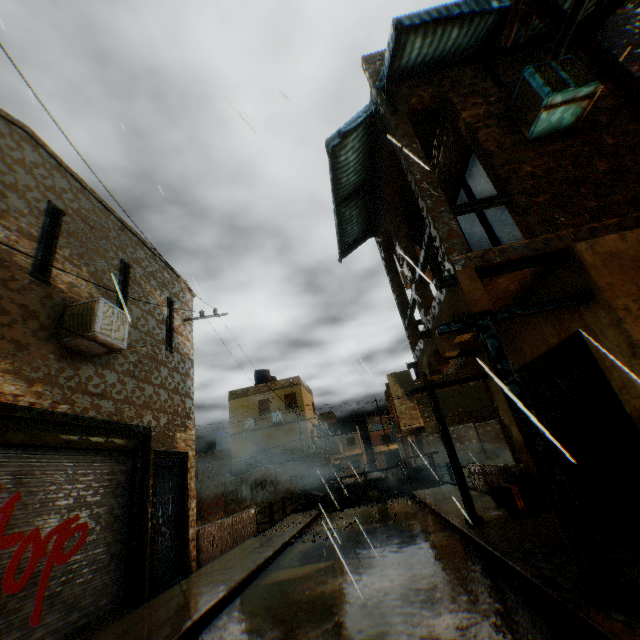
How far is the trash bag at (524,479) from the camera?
6.9 meters

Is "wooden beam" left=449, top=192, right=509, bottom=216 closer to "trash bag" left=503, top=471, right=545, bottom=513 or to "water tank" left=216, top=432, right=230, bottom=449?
"trash bag" left=503, top=471, right=545, bottom=513

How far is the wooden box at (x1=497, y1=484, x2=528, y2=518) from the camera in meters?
6.8 m

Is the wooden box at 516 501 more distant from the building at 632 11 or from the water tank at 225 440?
the water tank at 225 440

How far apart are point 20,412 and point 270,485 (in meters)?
23.32

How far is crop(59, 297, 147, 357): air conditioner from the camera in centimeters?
585cm

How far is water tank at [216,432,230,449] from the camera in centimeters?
3684cm

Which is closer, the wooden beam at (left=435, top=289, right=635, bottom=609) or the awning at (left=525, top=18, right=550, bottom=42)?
the wooden beam at (left=435, top=289, right=635, bottom=609)
